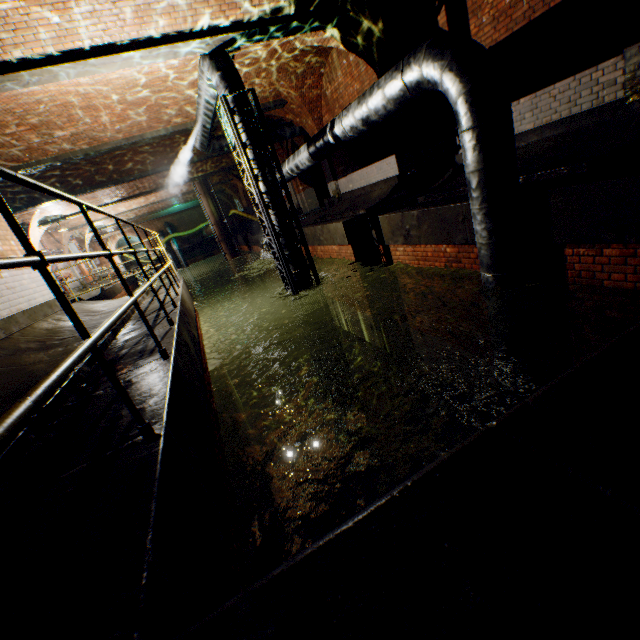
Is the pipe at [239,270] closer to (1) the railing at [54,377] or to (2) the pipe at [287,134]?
(2) the pipe at [287,134]

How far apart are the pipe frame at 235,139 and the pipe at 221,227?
16.62m

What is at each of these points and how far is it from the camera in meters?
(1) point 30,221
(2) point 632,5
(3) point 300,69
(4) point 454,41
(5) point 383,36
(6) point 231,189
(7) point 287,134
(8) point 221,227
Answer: (1) support arch, 16.5 m
(2) support arch, 4.1 m
(3) support arch, 10.3 m
(4) pipe, 4.0 m
(5) support arch, 7.4 m
(6) support arch, 29.3 m
(7) pipe, 14.5 m
(8) pipe, 23.3 m

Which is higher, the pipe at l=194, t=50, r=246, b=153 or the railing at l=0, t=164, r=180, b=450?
the pipe at l=194, t=50, r=246, b=153

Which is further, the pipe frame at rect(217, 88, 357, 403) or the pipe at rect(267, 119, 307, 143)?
the pipe at rect(267, 119, 307, 143)

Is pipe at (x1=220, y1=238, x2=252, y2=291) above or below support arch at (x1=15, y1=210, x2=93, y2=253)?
below

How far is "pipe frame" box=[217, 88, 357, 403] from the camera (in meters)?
6.97

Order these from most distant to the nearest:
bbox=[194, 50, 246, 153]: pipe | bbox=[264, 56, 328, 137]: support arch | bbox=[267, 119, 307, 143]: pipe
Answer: bbox=[267, 119, 307, 143]: pipe, bbox=[264, 56, 328, 137]: support arch, bbox=[194, 50, 246, 153]: pipe
